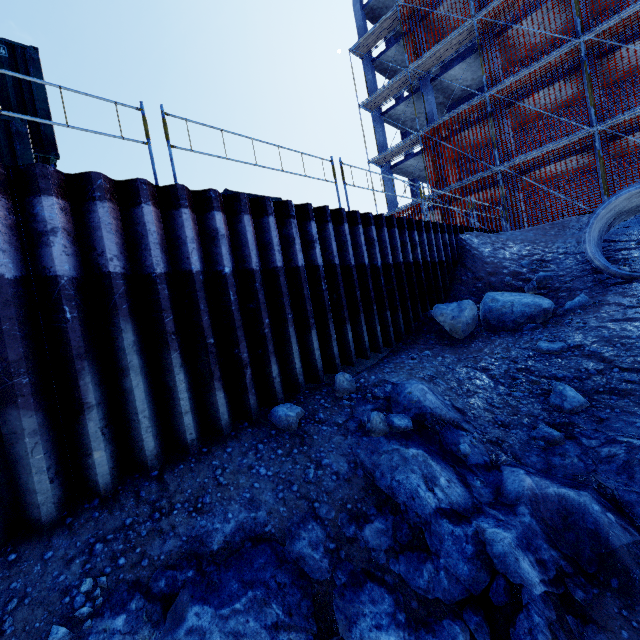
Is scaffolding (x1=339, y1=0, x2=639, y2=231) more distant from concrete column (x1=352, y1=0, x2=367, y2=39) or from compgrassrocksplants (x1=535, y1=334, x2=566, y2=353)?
compgrassrocksplants (x1=535, y1=334, x2=566, y2=353)

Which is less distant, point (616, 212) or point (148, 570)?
point (148, 570)

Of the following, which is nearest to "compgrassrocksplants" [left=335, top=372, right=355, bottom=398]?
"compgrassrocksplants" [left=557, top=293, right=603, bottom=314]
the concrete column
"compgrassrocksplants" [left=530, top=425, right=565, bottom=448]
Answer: "compgrassrocksplants" [left=530, top=425, right=565, bottom=448]

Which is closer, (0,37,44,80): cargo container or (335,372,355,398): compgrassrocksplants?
(335,372,355,398): compgrassrocksplants

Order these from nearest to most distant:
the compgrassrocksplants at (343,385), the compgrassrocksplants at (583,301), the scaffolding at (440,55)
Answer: the compgrassrocksplants at (343,385) < the compgrassrocksplants at (583,301) < the scaffolding at (440,55)

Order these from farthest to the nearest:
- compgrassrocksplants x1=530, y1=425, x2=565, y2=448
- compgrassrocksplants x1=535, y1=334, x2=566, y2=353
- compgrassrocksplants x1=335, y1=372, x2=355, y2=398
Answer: compgrassrocksplants x1=535, y1=334, x2=566, y2=353, compgrassrocksplants x1=335, y1=372, x2=355, y2=398, compgrassrocksplants x1=530, y1=425, x2=565, y2=448

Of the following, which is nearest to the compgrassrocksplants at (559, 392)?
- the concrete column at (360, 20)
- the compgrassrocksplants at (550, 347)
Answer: the compgrassrocksplants at (550, 347)

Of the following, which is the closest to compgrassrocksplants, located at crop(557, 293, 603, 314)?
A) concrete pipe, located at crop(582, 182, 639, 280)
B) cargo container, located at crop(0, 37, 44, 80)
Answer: concrete pipe, located at crop(582, 182, 639, 280)
